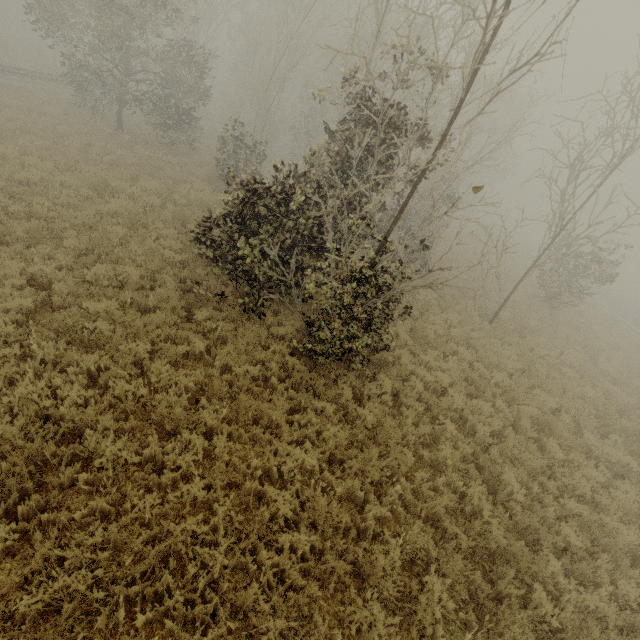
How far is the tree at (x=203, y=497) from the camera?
4.57m

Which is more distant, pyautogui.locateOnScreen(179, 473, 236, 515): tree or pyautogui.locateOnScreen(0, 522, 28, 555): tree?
pyautogui.locateOnScreen(179, 473, 236, 515): tree

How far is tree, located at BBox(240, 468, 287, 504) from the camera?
4.8m

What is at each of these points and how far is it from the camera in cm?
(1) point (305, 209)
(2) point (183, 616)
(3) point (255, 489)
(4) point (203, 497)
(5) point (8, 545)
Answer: (1) tree, 916
(2) tree, 363
(3) tree, 511
(4) tree, 473
(5) tree, 361

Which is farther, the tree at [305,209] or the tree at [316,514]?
the tree at [305,209]

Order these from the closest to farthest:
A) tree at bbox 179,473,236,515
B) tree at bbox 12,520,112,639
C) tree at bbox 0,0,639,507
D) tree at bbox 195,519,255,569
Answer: tree at bbox 12,520,112,639 < tree at bbox 195,519,255,569 < tree at bbox 179,473,236,515 < tree at bbox 0,0,639,507

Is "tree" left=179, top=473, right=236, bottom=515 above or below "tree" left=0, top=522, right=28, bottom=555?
below
